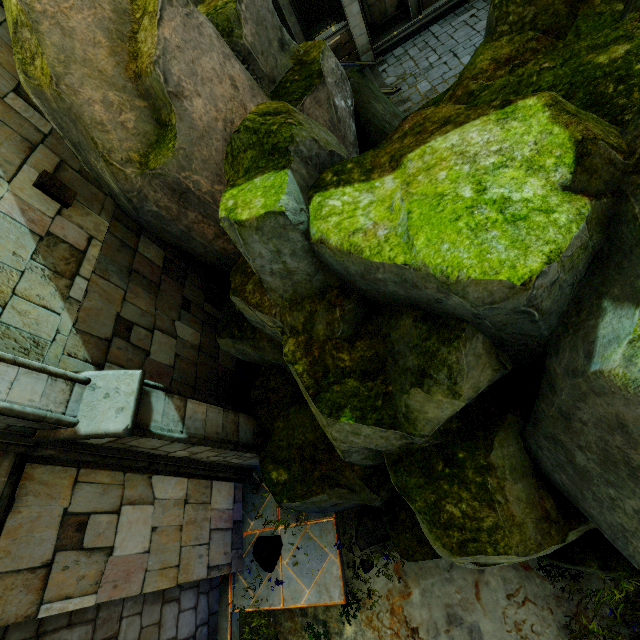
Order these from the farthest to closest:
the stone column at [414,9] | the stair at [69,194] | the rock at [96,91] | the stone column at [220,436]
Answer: the stone column at [414,9]
the stair at [69,194]
the stone column at [220,436]
the rock at [96,91]

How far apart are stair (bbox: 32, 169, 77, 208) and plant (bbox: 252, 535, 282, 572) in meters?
6.8 m

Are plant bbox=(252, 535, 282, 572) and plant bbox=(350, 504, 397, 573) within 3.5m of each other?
yes

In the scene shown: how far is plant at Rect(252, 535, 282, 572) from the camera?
5.80m

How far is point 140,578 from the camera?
4.4 meters

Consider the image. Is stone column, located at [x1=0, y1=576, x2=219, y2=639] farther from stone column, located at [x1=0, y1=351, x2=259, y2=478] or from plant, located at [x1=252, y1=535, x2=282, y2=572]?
stone column, located at [x1=0, y1=351, x2=259, y2=478]

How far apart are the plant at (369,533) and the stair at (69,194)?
7.11m

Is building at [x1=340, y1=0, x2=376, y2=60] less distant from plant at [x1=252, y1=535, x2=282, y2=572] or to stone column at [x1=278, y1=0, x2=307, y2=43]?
stone column at [x1=278, y1=0, x2=307, y2=43]
